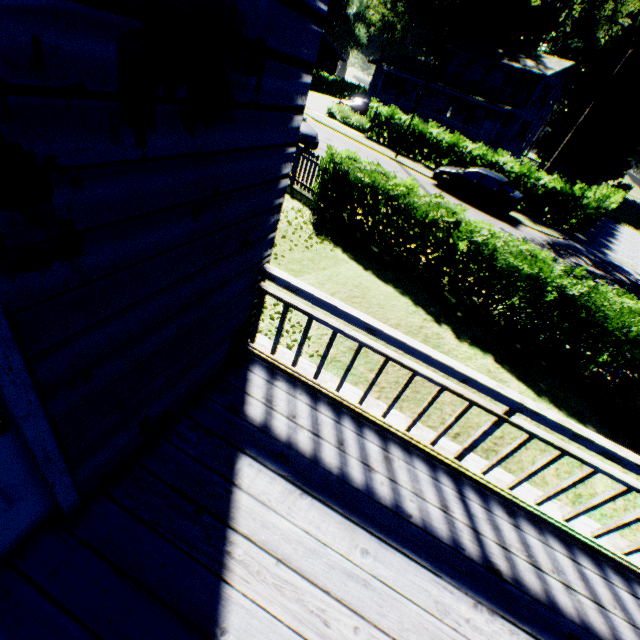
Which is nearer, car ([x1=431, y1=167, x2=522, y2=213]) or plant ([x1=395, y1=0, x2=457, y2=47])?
car ([x1=431, y1=167, x2=522, y2=213])

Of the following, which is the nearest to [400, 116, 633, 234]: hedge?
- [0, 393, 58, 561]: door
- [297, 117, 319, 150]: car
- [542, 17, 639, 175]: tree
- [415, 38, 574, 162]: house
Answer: [542, 17, 639, 175]: tree

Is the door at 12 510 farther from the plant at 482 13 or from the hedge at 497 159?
the plant at 482 13

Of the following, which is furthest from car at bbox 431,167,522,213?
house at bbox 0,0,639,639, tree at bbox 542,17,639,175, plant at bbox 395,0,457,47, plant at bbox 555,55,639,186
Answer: plant at bbox 555,55,639,186

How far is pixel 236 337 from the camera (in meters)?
3.13

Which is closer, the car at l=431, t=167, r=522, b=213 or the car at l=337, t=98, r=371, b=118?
the car at l=431, t=167, r=522, b=213

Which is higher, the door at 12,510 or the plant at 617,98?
the plant at 617,98

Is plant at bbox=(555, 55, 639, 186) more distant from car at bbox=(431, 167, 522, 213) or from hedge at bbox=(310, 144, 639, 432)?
car at bbox=(431, 167, 522, 213)
